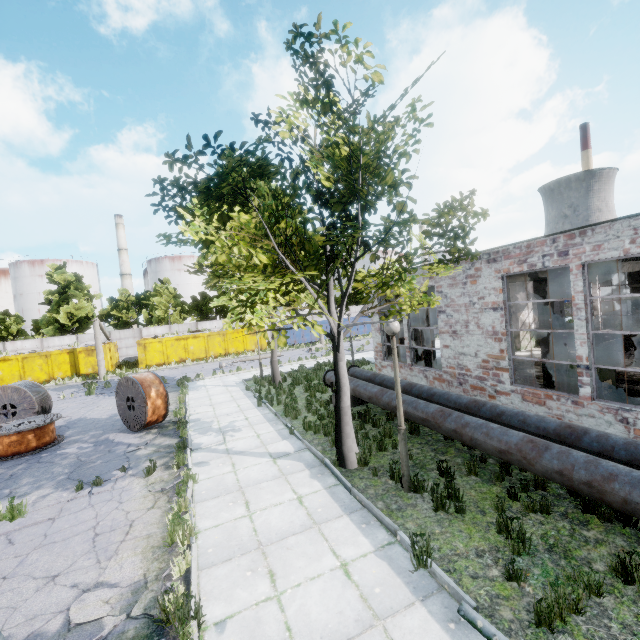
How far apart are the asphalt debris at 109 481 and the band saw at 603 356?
11.6 meters

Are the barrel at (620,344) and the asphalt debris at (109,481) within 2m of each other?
no

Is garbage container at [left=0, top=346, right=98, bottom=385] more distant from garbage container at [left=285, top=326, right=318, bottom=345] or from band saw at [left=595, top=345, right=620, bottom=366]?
band saw at [left=595, top=345, right=620, bottom=366]

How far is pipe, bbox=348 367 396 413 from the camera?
8.88m

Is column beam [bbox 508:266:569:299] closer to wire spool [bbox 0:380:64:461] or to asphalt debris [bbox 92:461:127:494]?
asphalt debris [bbox 92:461:127:494]

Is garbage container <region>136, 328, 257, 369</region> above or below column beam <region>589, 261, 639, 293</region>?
below

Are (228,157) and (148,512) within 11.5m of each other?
yes

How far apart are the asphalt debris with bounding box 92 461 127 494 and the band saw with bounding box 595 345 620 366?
11.59m
